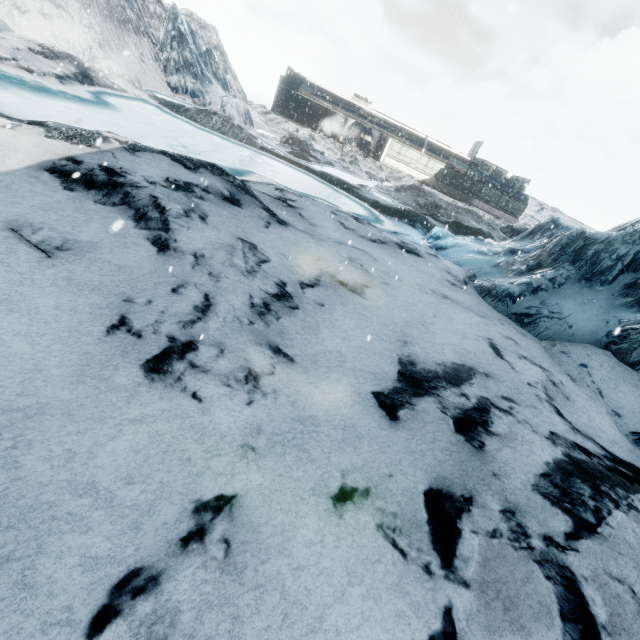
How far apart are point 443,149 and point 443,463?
44.15m
